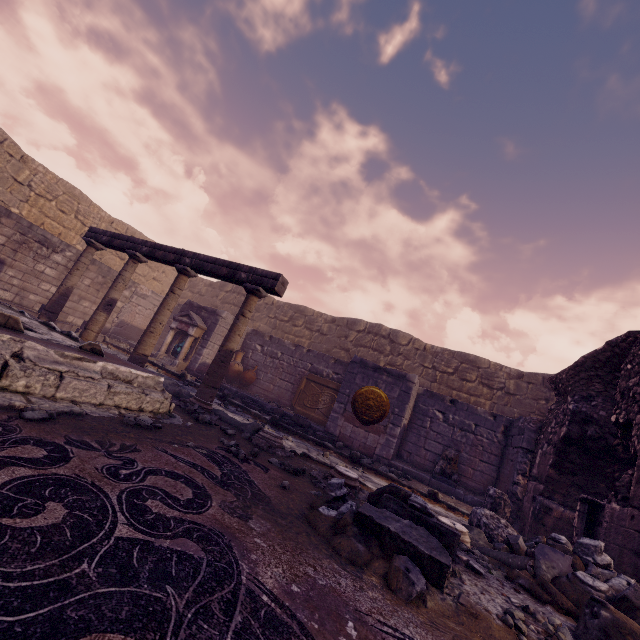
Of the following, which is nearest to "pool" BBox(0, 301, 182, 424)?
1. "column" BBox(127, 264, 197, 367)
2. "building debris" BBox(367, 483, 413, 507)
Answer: "column" BBox(127, 264, 197, 367)

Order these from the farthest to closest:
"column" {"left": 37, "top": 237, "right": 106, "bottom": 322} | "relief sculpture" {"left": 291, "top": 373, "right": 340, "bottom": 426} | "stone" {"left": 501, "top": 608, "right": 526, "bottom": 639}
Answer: "relief sculpture" {"left": 291, "top": 373, "right": 340, "bottom": 426}
"column" {"left": 37, "top": 237, "right": 106, "bottom": 322}
"stone" {"left": 501, "top": 608, "right": 526, "bottom": 639}

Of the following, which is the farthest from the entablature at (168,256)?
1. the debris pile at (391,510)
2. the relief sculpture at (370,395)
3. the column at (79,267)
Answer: the relief sculpture at (370,395)

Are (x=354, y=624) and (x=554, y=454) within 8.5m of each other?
yes

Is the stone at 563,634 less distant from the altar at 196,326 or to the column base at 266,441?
the column base at 266,441

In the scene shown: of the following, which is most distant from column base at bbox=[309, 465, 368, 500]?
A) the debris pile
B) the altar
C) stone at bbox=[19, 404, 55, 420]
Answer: the altar

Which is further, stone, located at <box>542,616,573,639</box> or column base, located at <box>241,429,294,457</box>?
column base, located at <box>241,429,294,457</box>

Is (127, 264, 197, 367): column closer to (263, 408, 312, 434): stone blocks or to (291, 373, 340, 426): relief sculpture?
(263, 408, 312, 434): stone blocks
